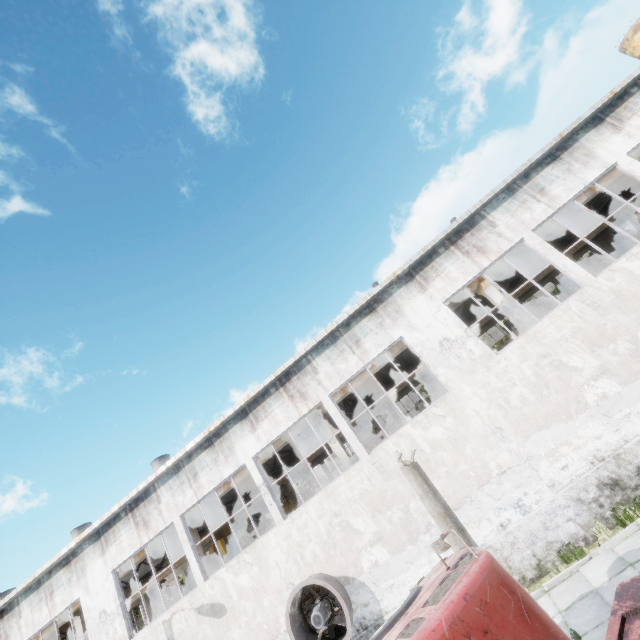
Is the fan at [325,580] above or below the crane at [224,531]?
below

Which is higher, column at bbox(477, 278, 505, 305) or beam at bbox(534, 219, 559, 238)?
beam at bbox(534, 219, 559, 238)

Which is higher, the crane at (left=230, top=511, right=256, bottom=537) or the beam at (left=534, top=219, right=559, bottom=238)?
the beam at (left=534, top=219, right=559, bottom=238)

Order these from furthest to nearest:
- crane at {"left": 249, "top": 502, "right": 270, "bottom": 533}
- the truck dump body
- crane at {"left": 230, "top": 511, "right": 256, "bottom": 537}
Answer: crane at {"left": 249, "top": 502, "right": 270, "bottom": 533}
crane at {"left": 230, "top": 511, "right": 256, "bottom": 537}
the truck dump body

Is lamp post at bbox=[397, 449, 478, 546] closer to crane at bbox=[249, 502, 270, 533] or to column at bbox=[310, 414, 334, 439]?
column at bbox=[310, 414, 334, 439]

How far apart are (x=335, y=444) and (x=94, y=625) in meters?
12.5 m

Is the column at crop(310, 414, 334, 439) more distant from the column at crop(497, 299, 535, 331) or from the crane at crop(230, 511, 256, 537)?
the column at crop(497, 299, 535, 331)

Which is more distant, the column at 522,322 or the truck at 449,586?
the column at 522,322
